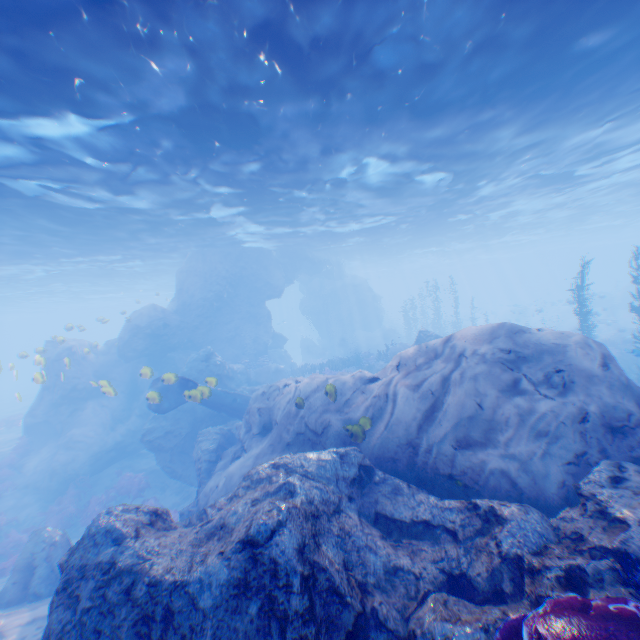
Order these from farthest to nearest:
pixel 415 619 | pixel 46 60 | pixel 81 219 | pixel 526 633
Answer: pixel 81 219
pixel 46 60
pixel 415 619
pixel 526 633

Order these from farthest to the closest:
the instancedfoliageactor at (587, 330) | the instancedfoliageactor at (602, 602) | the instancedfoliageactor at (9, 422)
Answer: the instancedfoliageactor at (9, 422) → the instancedfoliageactor at (587, 330) → the instancedfoliageactor at (602, 602)

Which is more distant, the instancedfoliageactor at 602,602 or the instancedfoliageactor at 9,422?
the instancedfoliageactor at 9,422

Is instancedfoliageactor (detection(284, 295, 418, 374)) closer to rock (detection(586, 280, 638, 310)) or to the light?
rock (detection(586, 280, 638, 310))

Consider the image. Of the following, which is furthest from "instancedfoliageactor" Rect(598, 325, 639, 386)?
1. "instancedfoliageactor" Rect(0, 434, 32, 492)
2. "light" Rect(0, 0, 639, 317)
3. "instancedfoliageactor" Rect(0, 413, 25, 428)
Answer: "instancedfoliageactor" Rect(0, 413, 25, 428)

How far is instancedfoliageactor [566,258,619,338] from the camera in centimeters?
1655cm

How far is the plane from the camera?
11.5 meters
